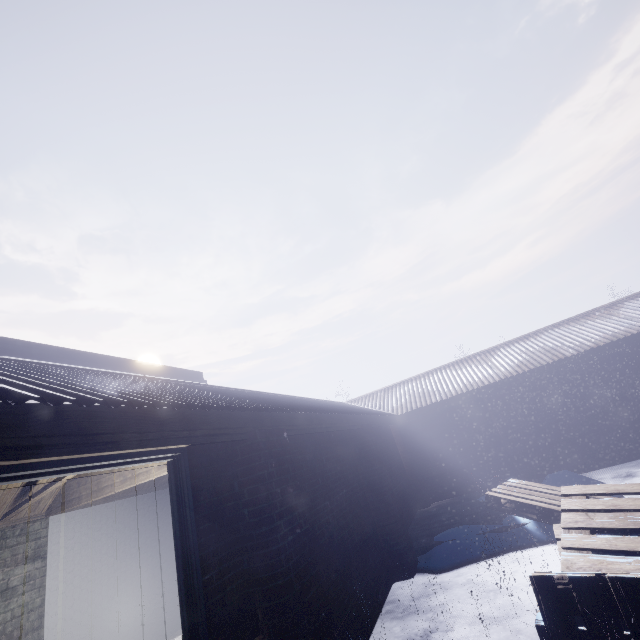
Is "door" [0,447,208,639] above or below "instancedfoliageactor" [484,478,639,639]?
above

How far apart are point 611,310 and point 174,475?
10.8m

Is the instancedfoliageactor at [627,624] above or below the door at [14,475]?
below
